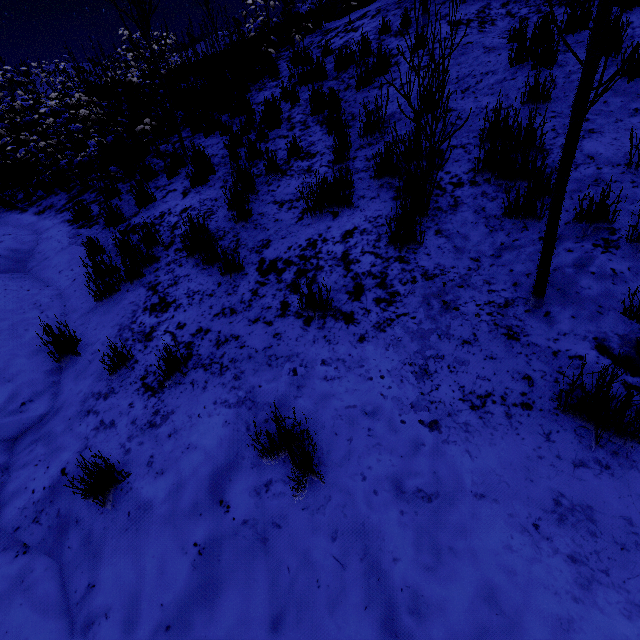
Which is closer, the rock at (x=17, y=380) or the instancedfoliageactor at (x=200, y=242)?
the rock at (x=17, y=380)

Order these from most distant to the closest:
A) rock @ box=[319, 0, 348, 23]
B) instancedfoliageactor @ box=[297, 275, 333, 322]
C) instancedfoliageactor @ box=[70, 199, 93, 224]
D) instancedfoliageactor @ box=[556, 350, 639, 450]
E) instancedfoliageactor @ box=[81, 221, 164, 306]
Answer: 1. rock @ box=[319, 0, 348, 23]
2. instancedfoliageactor @ box=[70, 199, 93, 224]
3. instancedfoliageactor @ box=[81, 221, 164, 306]
4. instancedfoliageactor @ box=[297, 275, 333, 322]
5. instancedfoliageactor @ box=[556, 350, 639, 450]

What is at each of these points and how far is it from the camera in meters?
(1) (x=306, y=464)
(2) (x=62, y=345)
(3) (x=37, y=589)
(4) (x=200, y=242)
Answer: (1) instancedfoliageactor, 1.9
(2) instancedfoliageactor, 3.3
(3) rock, 2.0
(4) instancedfoliageactor, 4.0

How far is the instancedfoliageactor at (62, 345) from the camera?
3.2 meters

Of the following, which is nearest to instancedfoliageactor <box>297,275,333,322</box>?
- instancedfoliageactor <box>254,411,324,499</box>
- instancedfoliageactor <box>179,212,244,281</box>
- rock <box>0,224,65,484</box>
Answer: instancedfoliageactor <box>254,411,324,499</box>

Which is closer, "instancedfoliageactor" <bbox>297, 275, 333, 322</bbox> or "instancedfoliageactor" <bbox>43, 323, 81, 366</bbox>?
"instancedfoliageactor" <bbox>297, 275, 333, 322</bbox>

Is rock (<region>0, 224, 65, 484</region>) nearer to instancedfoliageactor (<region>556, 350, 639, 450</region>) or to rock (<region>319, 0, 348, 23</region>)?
instancedfoliageactor (<region>556, 350, 639, 450</region>)

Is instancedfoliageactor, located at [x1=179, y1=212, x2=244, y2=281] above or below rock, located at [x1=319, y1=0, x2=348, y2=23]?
below
